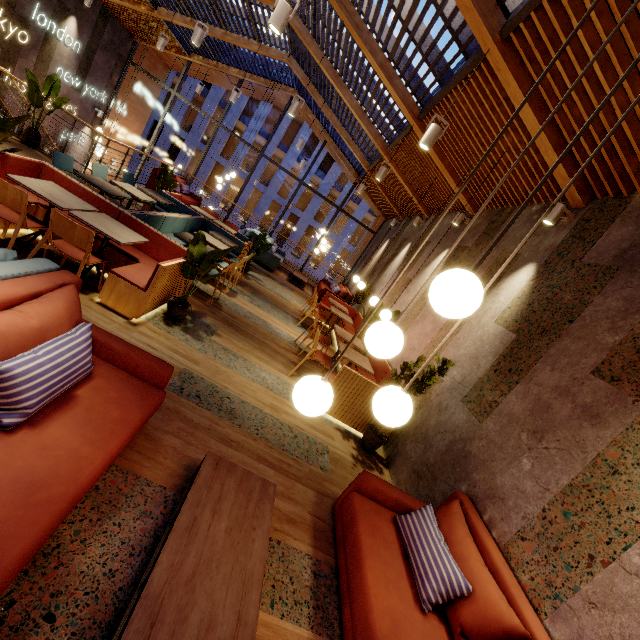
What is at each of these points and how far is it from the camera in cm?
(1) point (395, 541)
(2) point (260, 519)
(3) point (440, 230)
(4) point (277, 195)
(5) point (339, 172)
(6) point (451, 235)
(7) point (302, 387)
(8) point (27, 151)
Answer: (1) couch, 255
(2) coffee table, 218
(3) building, 765
(4) building, 2978
(5) building, 2939
(6) building, 690
(7) lamp, 148
(8) building, 709

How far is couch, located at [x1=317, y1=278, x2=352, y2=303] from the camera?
11.6 meters

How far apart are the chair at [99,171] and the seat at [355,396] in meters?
5.3 m

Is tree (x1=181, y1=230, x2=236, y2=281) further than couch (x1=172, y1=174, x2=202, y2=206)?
No

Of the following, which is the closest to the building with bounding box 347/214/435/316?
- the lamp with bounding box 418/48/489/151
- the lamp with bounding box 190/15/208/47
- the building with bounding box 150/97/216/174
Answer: the lamp with bounding box 418/48/489/151

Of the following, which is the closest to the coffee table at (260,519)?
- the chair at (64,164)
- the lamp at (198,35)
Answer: the chair at (64,164)

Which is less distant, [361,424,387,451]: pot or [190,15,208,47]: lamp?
[361,424,387,451]: pot

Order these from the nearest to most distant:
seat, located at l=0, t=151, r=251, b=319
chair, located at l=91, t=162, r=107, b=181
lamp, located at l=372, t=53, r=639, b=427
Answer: lamp, located at l=372, t=53, r=639, b=427
seat, located at l=0, t=151, r=251, b=319
chair, located at l=91, t=162, r=107, b=181
